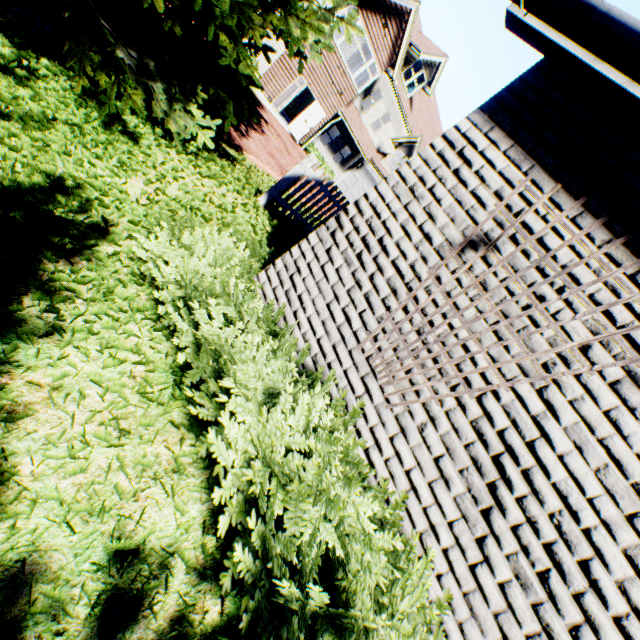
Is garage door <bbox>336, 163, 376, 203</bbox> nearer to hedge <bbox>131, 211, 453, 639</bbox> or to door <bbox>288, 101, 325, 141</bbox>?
door <bbox>288, 101, 325, 141</bbox>

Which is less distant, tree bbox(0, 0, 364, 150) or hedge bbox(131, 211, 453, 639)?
hedge bbox(131, 211, 453, 639)

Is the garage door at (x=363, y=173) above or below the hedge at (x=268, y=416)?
above

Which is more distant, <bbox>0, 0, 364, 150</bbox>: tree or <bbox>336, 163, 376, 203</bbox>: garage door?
<bbox>336, 163, 376, 203</bbox>: garage door

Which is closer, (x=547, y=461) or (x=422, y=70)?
(x=547, y=461)

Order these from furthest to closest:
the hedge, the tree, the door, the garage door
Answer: the garage door, the door, the tree, the hedge

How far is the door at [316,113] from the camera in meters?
19.0

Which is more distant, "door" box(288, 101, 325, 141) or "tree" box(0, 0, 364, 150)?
"door" box(288, 101, 325, 141)
